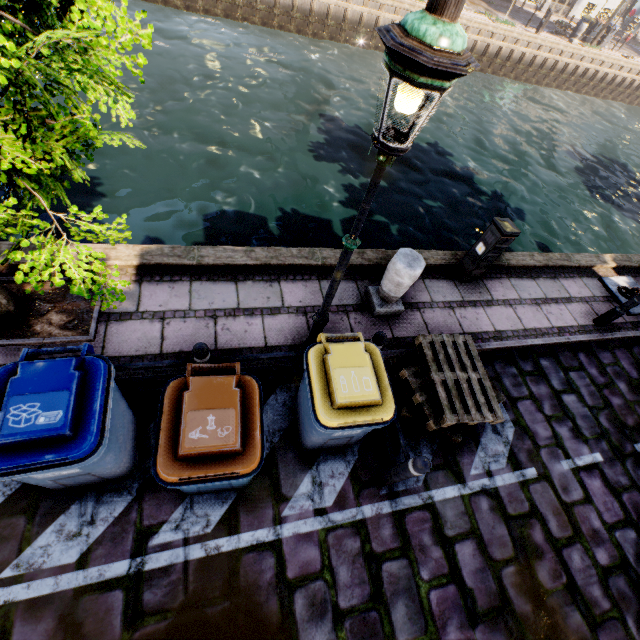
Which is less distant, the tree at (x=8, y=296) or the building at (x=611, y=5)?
the tree at (x=8, y=296)

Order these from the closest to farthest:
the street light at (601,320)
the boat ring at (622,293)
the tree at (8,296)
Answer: the tree at (8,296), the street light at (601,320), the boat ring at (622,293)

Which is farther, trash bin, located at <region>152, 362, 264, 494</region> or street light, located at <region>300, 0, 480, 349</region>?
trash bin, located at <region>152, 362, 264, 494</region>

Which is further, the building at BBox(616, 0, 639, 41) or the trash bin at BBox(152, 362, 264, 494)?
the building at BBox(616, 0, 639, 41)

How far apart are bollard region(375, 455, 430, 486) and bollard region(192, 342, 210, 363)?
2.28m

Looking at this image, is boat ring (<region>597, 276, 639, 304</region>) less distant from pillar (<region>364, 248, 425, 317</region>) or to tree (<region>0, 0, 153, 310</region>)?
tree (<region>0, 0, 153, 310</region>)

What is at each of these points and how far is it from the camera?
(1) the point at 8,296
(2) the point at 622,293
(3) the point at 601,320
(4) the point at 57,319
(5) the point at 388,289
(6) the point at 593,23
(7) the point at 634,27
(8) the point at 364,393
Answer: (1) tree, 3.8m
(2) boat ring, 6.9m
(3) street light, 6.2m
(4) tree planter, 4.0m
(5) pillar, 4.8m
(6) trash bin, 23.2m
(7) building, 30.9m
(8) trash bin, 3.0m

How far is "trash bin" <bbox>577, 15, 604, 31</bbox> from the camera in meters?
23.1 m
